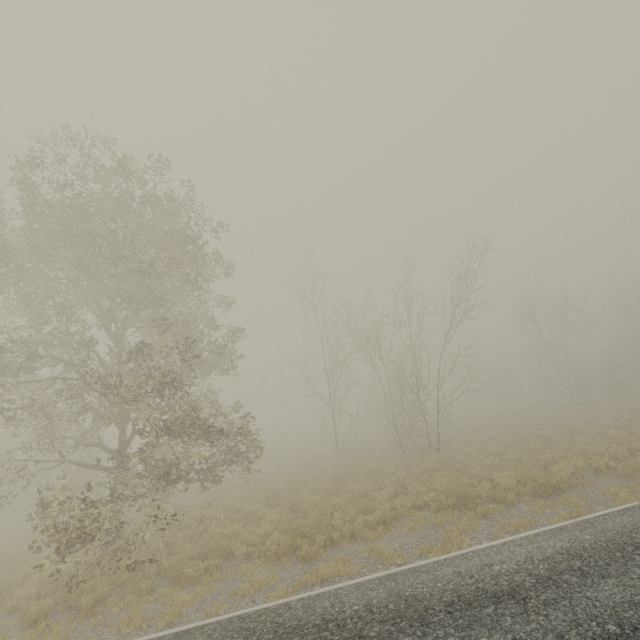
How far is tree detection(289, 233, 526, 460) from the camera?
19.06m

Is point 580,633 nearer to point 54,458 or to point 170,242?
point 170,242

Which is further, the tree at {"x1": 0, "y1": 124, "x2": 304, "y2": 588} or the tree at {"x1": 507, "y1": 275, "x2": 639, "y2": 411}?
the tree at {"x1": 507, "y1": 275, "x2": 639, "y2": 411}

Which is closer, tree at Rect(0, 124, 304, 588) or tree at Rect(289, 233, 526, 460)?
tree at Rect(0, 124, 304, 588)

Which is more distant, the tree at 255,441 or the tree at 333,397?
the tree at 333,397

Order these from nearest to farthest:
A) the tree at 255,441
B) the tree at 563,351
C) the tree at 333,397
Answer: the tree at 255,441 → the tree at 333,397 → the tree at 563,351

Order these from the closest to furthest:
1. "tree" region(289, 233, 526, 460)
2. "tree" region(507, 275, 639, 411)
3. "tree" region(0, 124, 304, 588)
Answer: "tree" region(0, 124, 304, 588)
"tree" region(289, 233, 526, 460)
"tree" region(507, 275, 639, 411)
